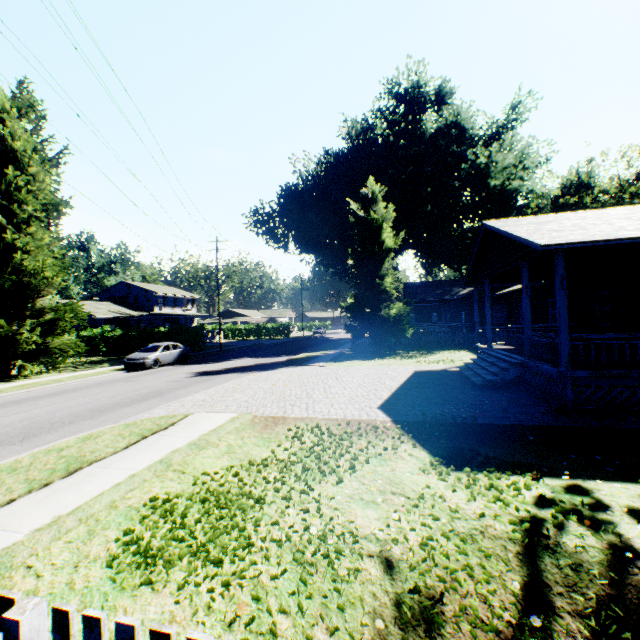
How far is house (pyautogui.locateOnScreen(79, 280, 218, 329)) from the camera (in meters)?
40.47

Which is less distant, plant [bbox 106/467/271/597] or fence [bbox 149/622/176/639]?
fence [bbox 149/622/176/639]

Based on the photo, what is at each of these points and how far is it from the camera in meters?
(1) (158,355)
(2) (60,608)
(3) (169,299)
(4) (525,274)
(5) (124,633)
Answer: (1) car, 21.5 m
(2) fence, 1.6 m
(3) house, 51.0 m
(4) house, 11.2 m
(5) fence, 1.5 m

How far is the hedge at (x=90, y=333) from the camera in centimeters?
3297cm

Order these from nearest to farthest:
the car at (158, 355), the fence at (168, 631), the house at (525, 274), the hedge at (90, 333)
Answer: the fence at (168, 631)
the house at (525, 274)
the car at (158, 355)
the hedge at (90, 333)

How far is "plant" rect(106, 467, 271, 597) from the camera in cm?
359

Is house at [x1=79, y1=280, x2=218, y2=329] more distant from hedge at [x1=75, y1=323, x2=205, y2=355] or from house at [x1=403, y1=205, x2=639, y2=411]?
house at [x1=403, y1=205, x2=639, y2=411]

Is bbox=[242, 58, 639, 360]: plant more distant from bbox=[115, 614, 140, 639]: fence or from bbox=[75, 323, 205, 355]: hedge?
bbox=[75, 323, 205, 355]: hedge
